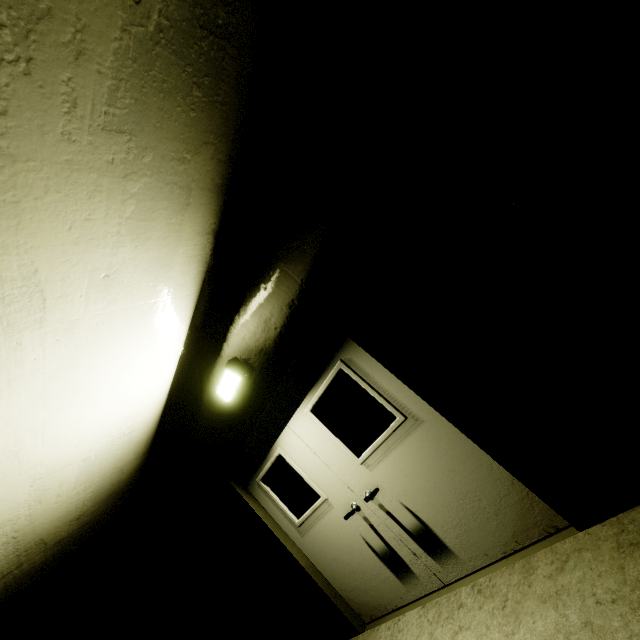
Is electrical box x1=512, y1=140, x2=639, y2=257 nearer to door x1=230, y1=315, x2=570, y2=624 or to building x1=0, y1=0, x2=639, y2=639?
building x1=0, y1=0, x2=639, y2=639

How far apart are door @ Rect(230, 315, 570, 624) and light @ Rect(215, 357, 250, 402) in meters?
0.3 m

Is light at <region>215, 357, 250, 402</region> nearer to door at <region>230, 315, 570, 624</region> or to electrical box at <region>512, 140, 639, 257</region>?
door at <region>230, 315, 570, 624</region>

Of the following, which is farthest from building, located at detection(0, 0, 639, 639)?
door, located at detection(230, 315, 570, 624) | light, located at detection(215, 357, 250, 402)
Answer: light, located at detection(215, 357, 250, 402)

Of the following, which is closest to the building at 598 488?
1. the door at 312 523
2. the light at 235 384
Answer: Result: the door at 312 523

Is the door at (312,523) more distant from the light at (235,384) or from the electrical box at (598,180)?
the electrical box at (598,180)

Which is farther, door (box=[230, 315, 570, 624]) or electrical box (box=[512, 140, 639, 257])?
door (box=[230, 315, 570, 624])

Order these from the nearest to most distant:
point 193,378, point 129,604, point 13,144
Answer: point 13,144 < point 193,378 < point 129,604
